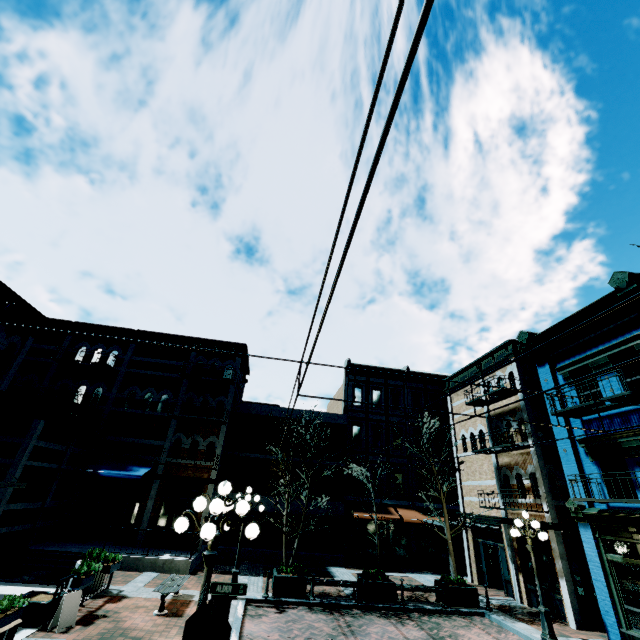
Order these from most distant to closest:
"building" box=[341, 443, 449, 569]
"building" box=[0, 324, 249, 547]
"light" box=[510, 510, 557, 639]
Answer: "building" box=[341, 443, 449, 569], "building" box=[0, 324, 249, 547], "light" box=[510, 510, 557, 639]

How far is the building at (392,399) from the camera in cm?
2586

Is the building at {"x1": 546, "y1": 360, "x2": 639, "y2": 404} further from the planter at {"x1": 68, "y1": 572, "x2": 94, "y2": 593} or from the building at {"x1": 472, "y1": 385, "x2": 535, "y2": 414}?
the planter at {"x1": 68, "y1": 572, "x2": 94, "y2": 593}

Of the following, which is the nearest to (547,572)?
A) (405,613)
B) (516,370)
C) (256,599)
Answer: (405,613)

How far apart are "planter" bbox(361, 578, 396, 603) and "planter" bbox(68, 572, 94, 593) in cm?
976

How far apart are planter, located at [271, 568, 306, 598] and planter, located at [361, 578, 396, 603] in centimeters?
240cm

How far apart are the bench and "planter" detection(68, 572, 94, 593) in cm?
183

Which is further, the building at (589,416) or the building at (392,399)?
the building at (392,399)
